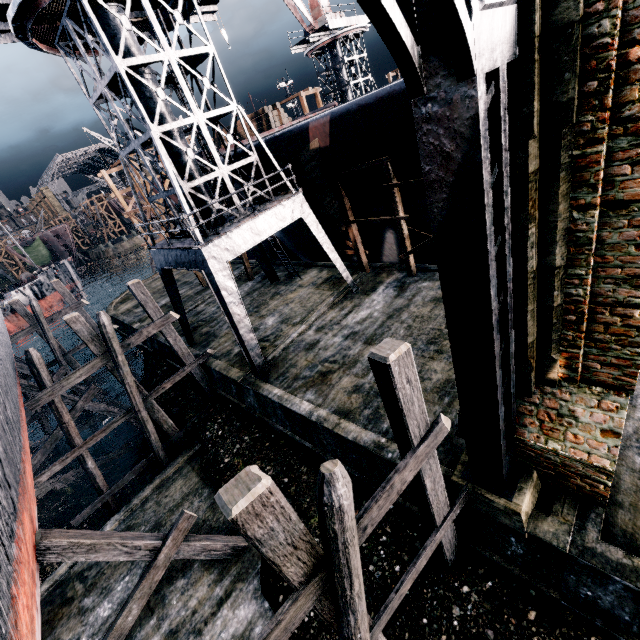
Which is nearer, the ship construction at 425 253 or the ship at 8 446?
the ship at 8 446

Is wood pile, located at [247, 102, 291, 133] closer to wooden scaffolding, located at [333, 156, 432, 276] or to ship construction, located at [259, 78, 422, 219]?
ship construction, located at [259, 78, 422, 219]

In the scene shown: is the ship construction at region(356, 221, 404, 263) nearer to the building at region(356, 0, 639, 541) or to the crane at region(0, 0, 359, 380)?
the crane at region(0, 0, 359, 380)

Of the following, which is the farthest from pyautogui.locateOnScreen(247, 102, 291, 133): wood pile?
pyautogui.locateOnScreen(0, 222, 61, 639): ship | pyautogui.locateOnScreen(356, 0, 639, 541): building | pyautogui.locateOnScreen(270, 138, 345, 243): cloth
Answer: pyautogui.locateOnScreen(356, 0, 639, 541): building

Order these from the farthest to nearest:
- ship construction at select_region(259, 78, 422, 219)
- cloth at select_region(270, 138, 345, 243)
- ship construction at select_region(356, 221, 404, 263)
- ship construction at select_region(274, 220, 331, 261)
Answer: ship construction at select_region(274, 220, 331, 261), ship construction at select_region(356, 221, 404, 263), cloth at select_region(270, 138, 345, 243), ship construction at select_region(259, 78, 422, 219)

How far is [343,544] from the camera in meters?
4.1 m

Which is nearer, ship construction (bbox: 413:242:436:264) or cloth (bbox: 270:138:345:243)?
cloth (bbox: 270:138:345:243)

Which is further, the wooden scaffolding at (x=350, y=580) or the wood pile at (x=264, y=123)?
the wood pile at (x=264, y=123)
